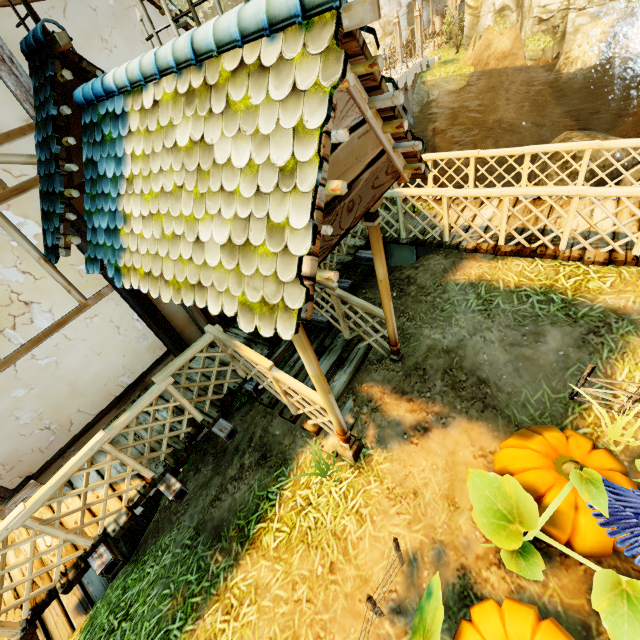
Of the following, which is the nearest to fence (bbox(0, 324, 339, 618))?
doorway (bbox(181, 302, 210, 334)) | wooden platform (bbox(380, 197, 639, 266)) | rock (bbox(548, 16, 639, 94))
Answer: wooden platform (bbox(380, 197, 639, 266))

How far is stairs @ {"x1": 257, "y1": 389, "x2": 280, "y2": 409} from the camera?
4.9 meters

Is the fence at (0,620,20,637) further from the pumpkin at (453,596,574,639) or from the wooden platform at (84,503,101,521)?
the pumpkin at (453,596,574,639)

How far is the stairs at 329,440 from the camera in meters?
4.6 m

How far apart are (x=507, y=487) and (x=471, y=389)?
1.4 meters

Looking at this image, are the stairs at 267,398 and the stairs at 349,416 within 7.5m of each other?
yes

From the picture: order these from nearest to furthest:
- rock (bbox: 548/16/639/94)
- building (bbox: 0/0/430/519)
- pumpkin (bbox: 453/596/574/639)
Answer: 1. building (bbox: 0/0/430/519)
2. pumpkin (bbox: 453/596/574/639)
3. rock (bbox: 548/16/639/94)
